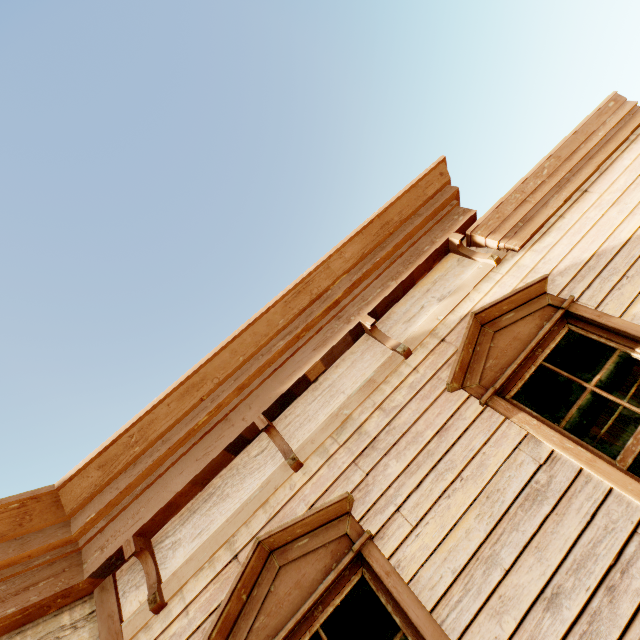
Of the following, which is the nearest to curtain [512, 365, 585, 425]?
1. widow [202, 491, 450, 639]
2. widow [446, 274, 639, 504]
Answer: widow [446, 274, 639, 504]

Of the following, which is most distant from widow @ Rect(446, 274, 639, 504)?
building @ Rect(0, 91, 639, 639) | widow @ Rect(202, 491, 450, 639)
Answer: widow @ Rect(202, 491, 450, 639)

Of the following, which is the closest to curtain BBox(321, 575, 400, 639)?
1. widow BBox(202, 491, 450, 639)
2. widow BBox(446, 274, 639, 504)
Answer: widow BBox(202, 491, 450, 639)

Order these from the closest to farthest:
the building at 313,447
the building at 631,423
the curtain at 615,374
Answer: the building at 313,447
the curtain at 615,374
the building at 631,423

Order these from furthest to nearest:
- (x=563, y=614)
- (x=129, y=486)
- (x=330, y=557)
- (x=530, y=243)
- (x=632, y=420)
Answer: (x=632, y=420)
(x=530, y=243)
(x=129, y=486)
(x=330, y=557)
(x=563, y=614)

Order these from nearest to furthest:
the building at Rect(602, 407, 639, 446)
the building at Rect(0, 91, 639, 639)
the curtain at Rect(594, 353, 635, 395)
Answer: the building at Rect(0, 91, 639, 639)
the curtain at Rect(594, 353, 635, 395)
the building at Rect(602, 407, 639, 446)

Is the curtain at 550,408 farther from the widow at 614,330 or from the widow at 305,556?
the widow at 305,556

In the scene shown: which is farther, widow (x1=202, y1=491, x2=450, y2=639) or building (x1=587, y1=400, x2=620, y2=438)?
building (x1=587, y1=400, x2=620, y2=438)
